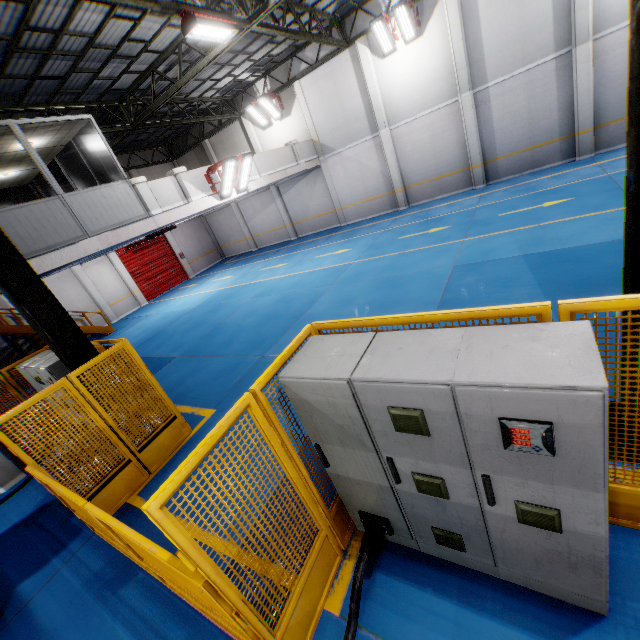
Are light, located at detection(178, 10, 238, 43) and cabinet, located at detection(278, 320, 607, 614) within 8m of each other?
no

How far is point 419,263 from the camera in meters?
9.9

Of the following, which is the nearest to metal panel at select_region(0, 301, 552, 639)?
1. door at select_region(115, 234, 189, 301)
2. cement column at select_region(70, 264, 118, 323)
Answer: cement column at select_region(70, 264, 118, 323)

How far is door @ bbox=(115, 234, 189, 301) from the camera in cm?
2119

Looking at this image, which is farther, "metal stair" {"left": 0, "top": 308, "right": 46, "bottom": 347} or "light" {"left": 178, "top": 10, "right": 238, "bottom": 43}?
"metal stair" {"left": 0, "top": 308, "right": 46, "bottom": 347}

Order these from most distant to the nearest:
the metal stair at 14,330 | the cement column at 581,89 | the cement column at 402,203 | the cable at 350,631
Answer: the cement column at 402,203 → the metal stair at 14,330 → the cement column at 581,89 → the cable at 350,631

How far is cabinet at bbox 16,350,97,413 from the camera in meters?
6.2 m

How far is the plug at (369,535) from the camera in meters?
3.0
